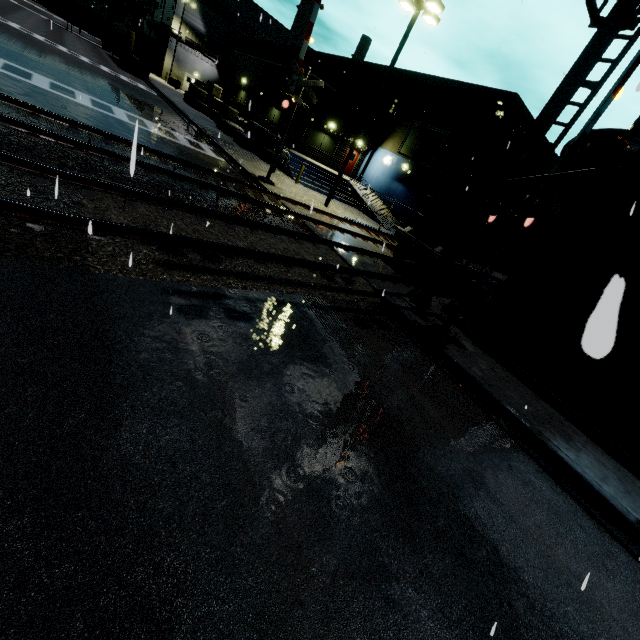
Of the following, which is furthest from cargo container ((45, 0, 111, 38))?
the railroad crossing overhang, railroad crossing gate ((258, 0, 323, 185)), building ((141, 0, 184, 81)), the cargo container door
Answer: the cargo container door

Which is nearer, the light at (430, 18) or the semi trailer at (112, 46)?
the light at (430, 18)

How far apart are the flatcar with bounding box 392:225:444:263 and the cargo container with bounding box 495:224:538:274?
0.0m

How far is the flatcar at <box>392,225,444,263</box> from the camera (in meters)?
11.93

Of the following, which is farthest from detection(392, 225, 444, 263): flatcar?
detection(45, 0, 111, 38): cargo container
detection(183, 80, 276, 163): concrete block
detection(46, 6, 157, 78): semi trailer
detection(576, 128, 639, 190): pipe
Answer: detection(45, 0, 111, 38): cargo container

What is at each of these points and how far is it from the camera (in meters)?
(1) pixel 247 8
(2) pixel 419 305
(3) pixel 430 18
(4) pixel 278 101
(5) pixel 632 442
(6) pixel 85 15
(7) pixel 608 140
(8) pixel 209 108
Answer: (1) building, 47.41
(2) railroad crossing overhang, 10.27
(3) light, 15.06
(4) railroad crossing gate, 14.21
(5) building, 8.32
(6) cargo container, 43.62
(7) pipe, 7.91
(8) concrete block, 31.20

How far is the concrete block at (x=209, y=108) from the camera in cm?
2311
